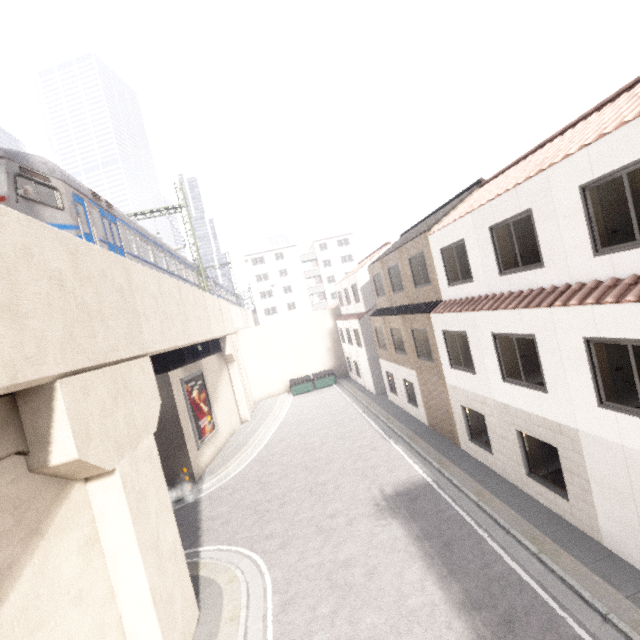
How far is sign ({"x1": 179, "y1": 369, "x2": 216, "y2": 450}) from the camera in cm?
1759

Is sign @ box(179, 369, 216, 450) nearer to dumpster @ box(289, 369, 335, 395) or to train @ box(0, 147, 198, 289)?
train @ box(0, 147, 198, 289)

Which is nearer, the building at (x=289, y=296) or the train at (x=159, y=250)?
the train at (x=159, y=250)

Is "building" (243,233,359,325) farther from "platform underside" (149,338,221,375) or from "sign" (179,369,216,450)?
"sign" (179,369,216,450)

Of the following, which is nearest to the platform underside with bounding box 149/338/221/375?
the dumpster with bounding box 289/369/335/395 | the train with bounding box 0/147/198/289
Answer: the train with bounding box 0/147/198/289

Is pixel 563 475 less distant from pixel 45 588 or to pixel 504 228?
pixel 504 228

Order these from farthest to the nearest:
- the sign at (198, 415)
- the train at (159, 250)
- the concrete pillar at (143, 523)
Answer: the sign at (198, 415)
the train at (159, 250)
the concrete pillar at (143, 523)

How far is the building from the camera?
55.7 meters
